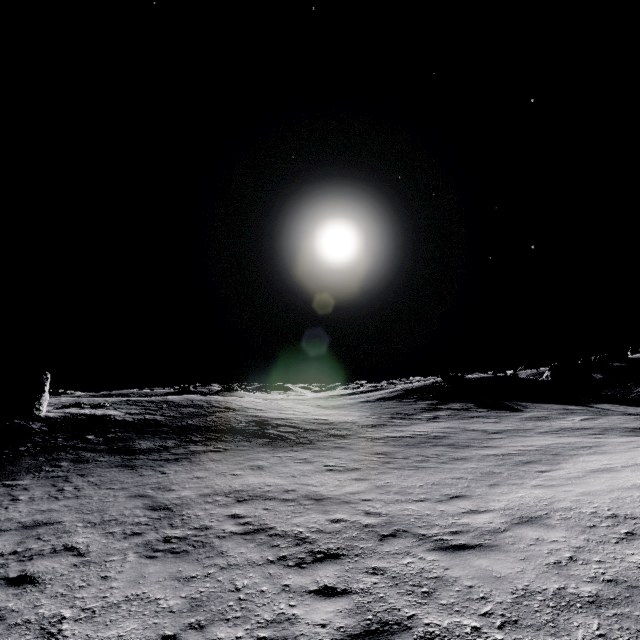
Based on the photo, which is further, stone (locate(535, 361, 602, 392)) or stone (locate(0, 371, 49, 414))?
stone (locate(535, 361, 602, 392))

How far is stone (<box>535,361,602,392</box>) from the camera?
31.9m

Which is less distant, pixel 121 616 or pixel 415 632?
pixel 415 632

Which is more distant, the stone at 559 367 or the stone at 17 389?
the stone at 559 367

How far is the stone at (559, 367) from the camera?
31.9m

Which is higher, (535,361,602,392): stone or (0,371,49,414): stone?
(0,371,49,414): stone
